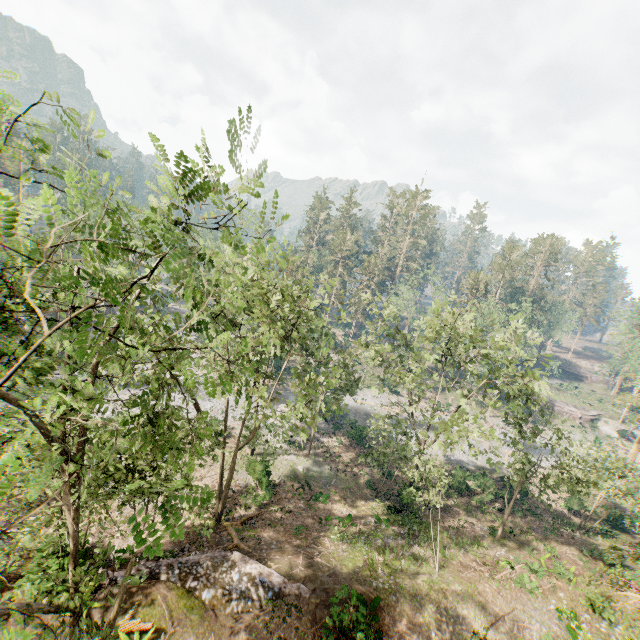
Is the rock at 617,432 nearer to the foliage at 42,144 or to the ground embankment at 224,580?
the foliage at 42,144

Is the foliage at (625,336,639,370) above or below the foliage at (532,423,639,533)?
above

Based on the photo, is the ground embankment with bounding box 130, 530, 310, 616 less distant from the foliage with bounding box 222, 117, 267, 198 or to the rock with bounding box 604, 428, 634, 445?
the foliage with bounding box 222, 117, 267, 198

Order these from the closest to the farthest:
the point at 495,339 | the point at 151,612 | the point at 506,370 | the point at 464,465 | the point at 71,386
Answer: the point at 71,386
the point at 151,612
the point at 495,339
the point at 506,370
the point at 464,465

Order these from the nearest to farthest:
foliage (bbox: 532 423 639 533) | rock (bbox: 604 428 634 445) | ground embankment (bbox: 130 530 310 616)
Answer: ground embankment (bbox: 130 530 310 616) < foliage (bbox: 532 423 639 533) < rock (bbox: 604 428 634 445)

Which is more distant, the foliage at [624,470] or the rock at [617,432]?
the rock at [617,432]
